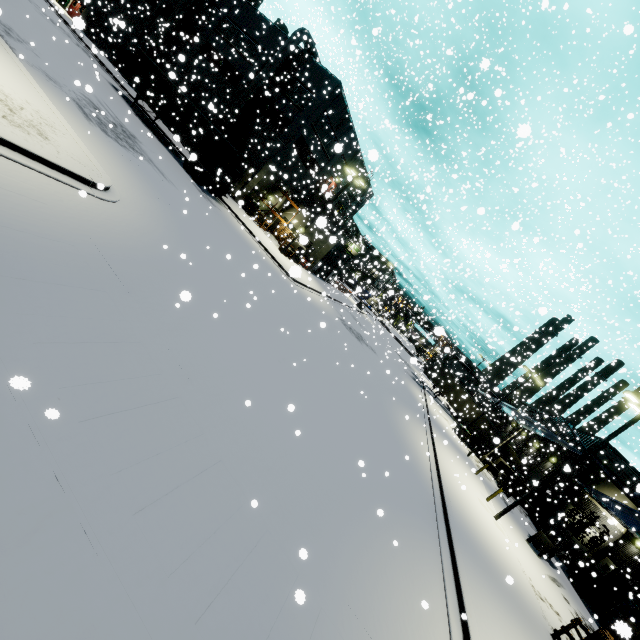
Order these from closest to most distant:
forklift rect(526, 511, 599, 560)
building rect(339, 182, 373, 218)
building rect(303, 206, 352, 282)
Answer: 1. building rect(303, 206, 352, 282)
2. forklift rect(526, 511, 599, 560)
3. building rect(339, 182, 373, 218)

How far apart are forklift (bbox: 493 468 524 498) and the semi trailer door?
34.47m

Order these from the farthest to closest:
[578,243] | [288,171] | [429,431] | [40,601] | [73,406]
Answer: [288,171] < [429,431] < [578,243] < [73,406] < [40,601]

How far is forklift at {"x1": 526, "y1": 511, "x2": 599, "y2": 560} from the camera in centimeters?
2036cm

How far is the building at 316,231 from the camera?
17.7 meters

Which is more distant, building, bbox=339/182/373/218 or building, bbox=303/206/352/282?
building, bbox=339/182/373/218

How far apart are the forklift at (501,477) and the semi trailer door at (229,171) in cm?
3447

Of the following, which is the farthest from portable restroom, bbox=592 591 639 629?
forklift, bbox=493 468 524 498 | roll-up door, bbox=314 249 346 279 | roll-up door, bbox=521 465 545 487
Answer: roll-up door, bbox=314 249 346 279
